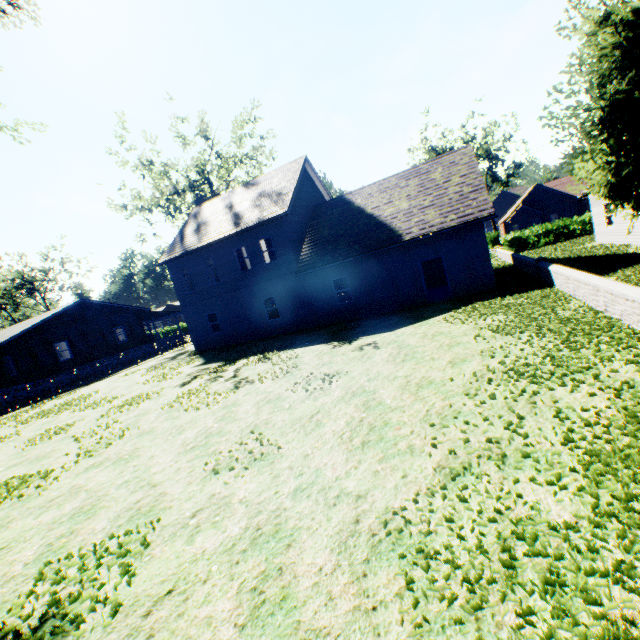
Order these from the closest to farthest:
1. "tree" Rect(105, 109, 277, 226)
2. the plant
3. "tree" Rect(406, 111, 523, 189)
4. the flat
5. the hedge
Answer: the plant < the flat < the hedge < "tree" Rect(105, 109, 277, 226) < "tree" Rect(406, 111, 523, 189)

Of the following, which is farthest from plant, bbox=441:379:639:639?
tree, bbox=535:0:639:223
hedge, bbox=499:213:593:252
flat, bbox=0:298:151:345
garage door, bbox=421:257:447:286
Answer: hedge, bbox=499:213:593:252

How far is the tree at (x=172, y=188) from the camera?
31.53m

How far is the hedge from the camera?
28.2 meters

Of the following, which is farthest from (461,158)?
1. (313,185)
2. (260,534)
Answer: (260,534)

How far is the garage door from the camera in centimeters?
2308cm

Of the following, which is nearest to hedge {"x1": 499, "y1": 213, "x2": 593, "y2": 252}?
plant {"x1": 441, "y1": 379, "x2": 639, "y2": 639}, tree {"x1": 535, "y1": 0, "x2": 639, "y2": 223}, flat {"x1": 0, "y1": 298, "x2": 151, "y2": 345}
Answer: tree {"x1": 535, "y1": 0, "x2": 639, "y2": 223}

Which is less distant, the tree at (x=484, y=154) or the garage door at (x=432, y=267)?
the garage door at (x=432, y=267)
